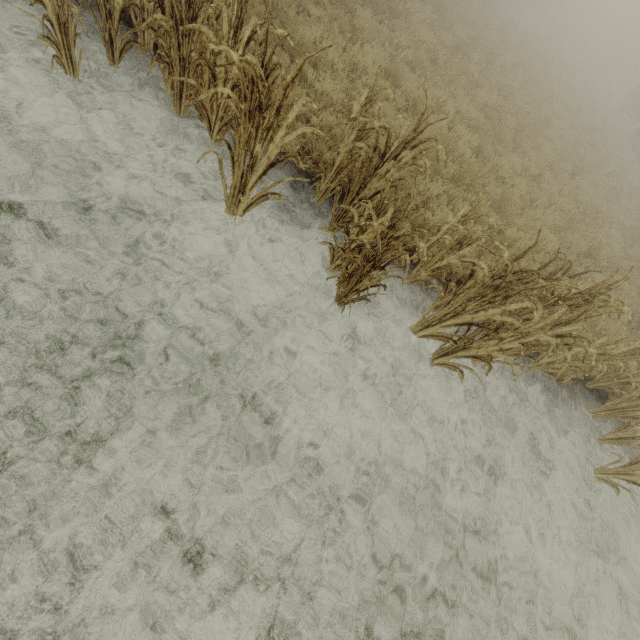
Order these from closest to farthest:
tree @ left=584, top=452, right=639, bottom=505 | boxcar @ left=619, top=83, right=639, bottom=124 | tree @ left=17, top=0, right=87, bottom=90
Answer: tree @ left=17, top=0, right=87, bottom=90 → tree @ left=584, top=452, right=639, bottom=505 → boxcar @ left=619, top=83, right=639, bottom=124

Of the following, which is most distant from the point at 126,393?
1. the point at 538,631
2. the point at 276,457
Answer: the point at 538,631

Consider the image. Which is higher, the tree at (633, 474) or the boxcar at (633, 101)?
the boxcar at (633, 101)

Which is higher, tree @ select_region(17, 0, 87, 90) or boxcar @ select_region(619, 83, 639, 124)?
boxcar @ select_region(619, 83, 639, 124)

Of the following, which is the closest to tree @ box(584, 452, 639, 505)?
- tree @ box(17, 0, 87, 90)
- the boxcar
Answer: tree @ box(17, 0, 87, 90)

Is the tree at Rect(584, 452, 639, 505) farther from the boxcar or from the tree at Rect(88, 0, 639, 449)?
the boxcar

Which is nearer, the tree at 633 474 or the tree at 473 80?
the tree at 473 80
